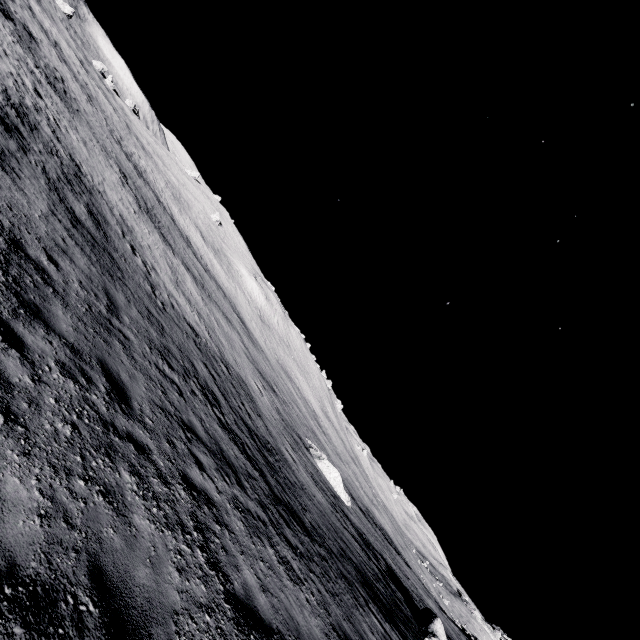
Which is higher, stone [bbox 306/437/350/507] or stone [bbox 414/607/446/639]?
stone [bbox 414/607/446/639]

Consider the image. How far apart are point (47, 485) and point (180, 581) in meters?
2.0 m

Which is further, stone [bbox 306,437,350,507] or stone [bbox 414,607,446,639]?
stone [bbox 306,437,350,507]

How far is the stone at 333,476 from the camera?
28.0 meters

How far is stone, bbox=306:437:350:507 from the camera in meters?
28.0 m

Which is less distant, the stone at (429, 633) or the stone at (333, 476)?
the stone at (429, 633)
